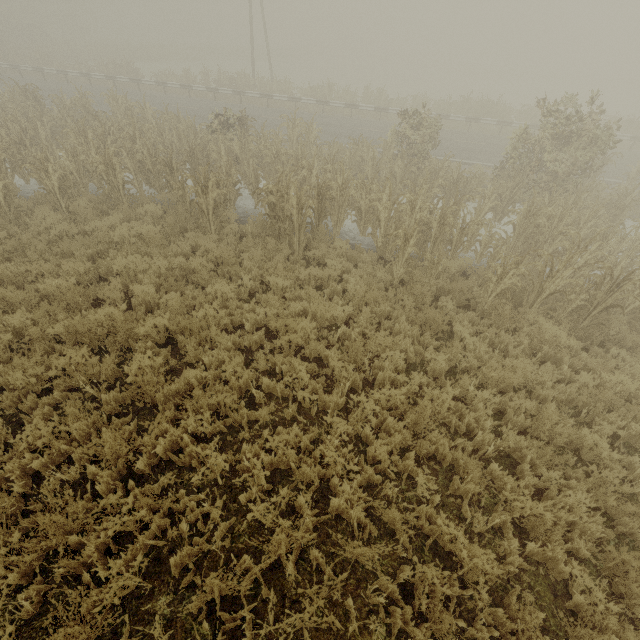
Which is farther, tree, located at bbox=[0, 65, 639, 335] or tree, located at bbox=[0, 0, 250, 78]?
tree, located at bbox=[0, 0, 250, 78]

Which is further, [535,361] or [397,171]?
[397,171]

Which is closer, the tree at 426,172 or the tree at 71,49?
the tree at 426,172
